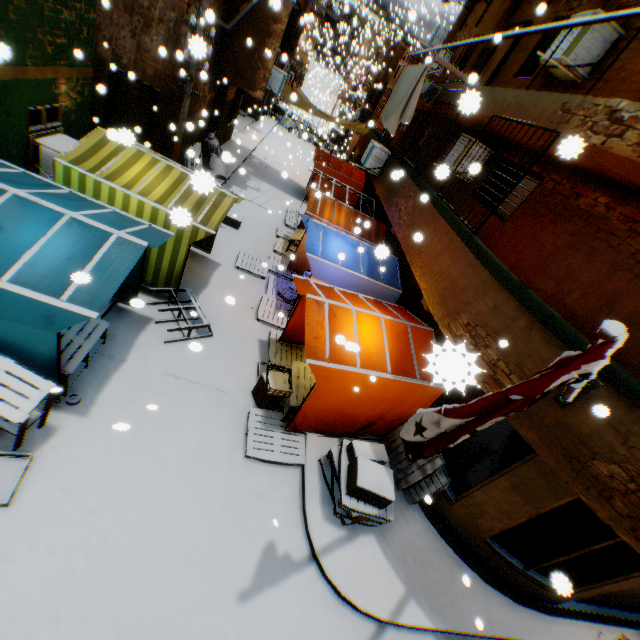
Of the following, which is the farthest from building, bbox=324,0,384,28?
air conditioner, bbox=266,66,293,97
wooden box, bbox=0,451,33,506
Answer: wooden box, bbox=0,451,33,506

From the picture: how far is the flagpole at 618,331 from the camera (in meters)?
1.45

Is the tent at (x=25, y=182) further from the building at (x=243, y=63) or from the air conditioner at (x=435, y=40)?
the air conditioner at (x=435, y=40)

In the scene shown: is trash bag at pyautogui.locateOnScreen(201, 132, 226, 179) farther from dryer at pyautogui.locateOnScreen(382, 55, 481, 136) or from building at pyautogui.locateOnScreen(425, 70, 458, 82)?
dryer at pyautogui.locateOnScreen(382, 55, 481, 136)

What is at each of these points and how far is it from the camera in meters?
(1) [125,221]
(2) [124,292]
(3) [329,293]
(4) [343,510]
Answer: (1) tent, 5.6 m
(2) tent, 6.9 m
(3) tent, 7.2 m
(4) wooden pallet, 5.6 m

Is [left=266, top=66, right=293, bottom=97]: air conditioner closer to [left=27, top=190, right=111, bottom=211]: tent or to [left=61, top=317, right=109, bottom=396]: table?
[left=27, top=190, right=111, bottom=211]: tent

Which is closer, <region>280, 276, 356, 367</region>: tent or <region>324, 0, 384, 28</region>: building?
<region>280, 276, 356, 367</region>: tent

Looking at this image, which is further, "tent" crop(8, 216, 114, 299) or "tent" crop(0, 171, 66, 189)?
"tent" crop(0, 171, 66, 189)
